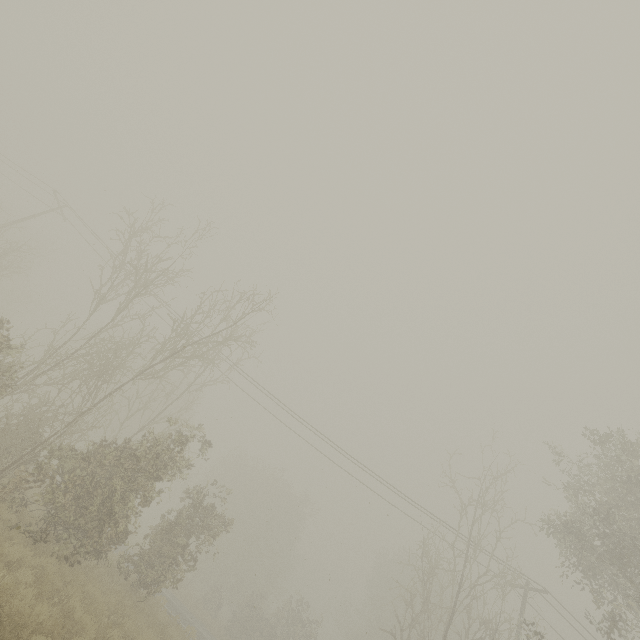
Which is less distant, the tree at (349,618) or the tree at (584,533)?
the tree at (584,533)

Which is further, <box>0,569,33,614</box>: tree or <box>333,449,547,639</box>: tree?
→ <box>333,449,547,639</box>: tree

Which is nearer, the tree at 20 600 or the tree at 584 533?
the tree at 20 600

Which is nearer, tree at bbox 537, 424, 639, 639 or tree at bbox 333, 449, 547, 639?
tree at bbox 537, 424, 639, 639

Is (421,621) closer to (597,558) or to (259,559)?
(597,558)

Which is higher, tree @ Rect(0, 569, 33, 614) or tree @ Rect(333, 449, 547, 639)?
tree @ Rect(333, 449, 547, 639)

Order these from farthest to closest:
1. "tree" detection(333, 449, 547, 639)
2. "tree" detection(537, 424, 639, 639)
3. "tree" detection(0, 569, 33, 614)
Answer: "tree" detection(333, 449, 547, 639)
"tree" detection(537, 424, 639, 639)
"tree" detection(0, 569, 33, 614)
